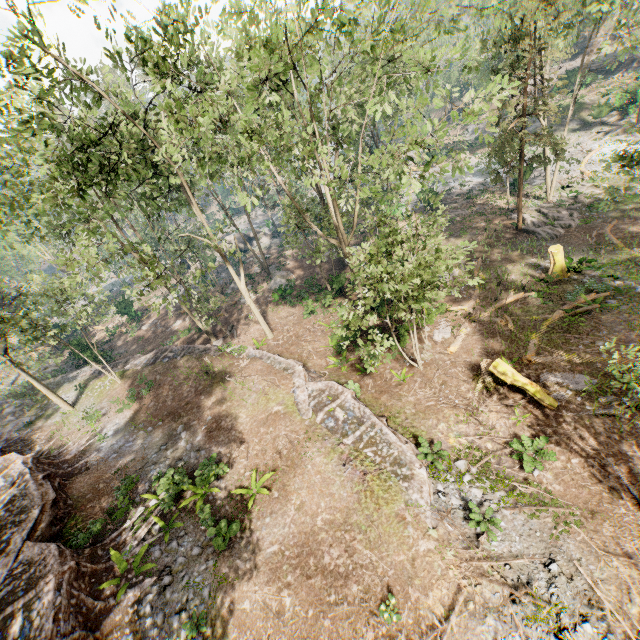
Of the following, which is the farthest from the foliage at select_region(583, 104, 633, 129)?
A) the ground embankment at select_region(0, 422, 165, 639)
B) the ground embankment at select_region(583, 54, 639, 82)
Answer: the ground embankment at select_region(0, 422, 165, 639)

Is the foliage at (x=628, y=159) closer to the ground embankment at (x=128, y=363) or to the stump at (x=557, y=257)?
the ground embankment at (x=128, y=363)

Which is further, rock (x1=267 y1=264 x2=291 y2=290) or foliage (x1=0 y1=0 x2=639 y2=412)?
rock (x1=267 y1=264 x2=291 y2=290)

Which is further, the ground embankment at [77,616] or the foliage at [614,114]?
the foliage at [614,114]

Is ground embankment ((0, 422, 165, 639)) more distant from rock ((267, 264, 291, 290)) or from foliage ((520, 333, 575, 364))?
rock ((267, 264, 291, 290))

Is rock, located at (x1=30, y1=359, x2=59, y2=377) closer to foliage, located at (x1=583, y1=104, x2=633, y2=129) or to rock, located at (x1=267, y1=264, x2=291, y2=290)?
foliage, located at (x1=583, y1=104, x2=633, y2=129)

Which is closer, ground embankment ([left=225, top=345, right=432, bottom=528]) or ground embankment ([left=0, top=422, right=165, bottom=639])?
ground embankment ([left=0, top=422, right=165, bottom=639])

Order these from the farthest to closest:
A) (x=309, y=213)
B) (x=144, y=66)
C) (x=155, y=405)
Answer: (x=309, y=213)
(x=155, y=405)
(x=144, y=66)
